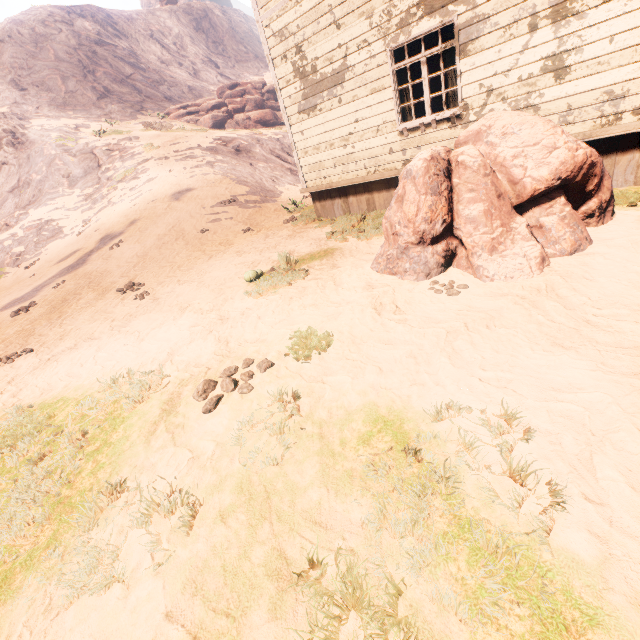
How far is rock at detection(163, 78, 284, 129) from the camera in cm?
2934

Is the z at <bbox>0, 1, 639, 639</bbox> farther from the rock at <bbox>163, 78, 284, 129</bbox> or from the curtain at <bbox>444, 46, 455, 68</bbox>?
the rock at <bbox>163, 78, 284, 129</bbox>

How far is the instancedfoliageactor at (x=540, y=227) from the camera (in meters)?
4.15

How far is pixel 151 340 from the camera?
5.45m

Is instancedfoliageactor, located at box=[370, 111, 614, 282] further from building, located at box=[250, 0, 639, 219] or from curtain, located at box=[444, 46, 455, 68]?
curtain, located at box=[444, 46, 455, 68]

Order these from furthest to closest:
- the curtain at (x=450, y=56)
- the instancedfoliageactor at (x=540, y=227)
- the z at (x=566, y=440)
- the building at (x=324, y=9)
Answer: the curtain at (x=450, y=56) < the building at (x=324, y=9) < the instancedfoliageactor at (x=540, y=227) < the z at (x=566, y=440)

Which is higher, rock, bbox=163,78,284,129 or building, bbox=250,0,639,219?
rock, bbox=163,78,284,129

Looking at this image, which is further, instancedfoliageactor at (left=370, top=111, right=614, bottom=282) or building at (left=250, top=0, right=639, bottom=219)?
building at (left=250, top=0, right=639, bottom=219)
